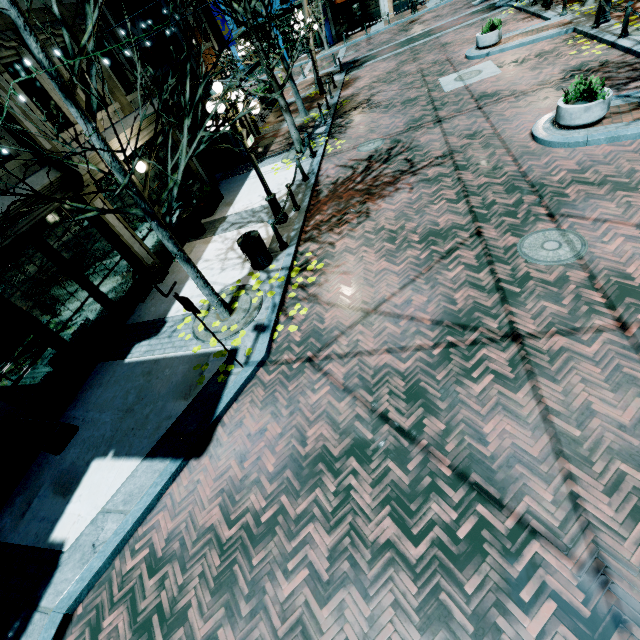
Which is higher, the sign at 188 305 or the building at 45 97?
the building at 45 97

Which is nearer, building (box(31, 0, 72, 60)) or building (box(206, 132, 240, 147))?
building (box(31, 0, 72, 60))

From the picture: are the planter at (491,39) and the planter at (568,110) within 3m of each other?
no

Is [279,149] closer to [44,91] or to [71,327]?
[44,91]

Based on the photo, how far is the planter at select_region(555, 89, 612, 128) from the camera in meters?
7.3

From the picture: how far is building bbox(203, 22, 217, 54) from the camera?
14.7m

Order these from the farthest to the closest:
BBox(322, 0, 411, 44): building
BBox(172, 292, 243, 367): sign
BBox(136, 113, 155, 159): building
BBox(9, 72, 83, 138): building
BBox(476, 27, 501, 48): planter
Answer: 1. BBox(322, 0, 411, 44): building
2. BBox(476, 27, 501, 48): planter
3. BBox(136, 113, 155, 159): building
4. BBox(9, 72, 83, 138): building
5. BBox(172, 292, 243, 367): sign

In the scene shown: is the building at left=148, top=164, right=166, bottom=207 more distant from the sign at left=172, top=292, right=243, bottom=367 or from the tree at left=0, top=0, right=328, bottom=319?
the sign at left=172, top=292, right=243, bottom=367
